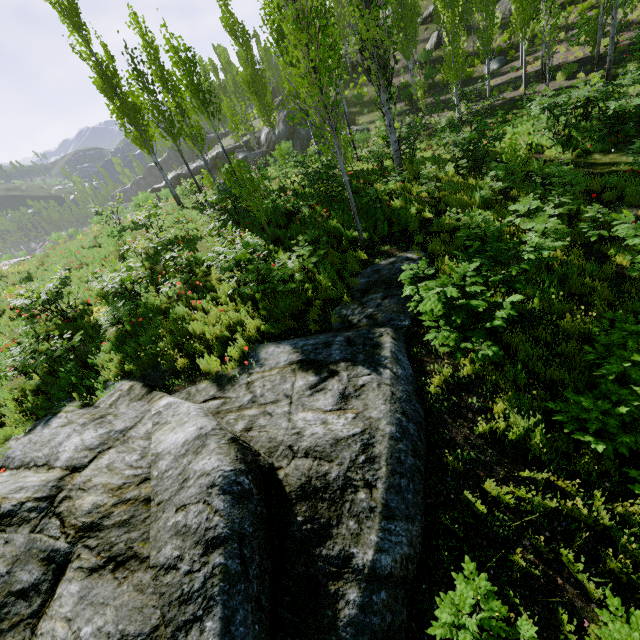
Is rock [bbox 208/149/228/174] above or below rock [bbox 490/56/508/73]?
above

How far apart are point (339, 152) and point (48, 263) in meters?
16.4 m

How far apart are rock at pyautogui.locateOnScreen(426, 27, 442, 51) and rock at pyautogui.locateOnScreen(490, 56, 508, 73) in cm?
681

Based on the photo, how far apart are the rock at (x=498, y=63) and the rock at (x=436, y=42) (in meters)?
6.81

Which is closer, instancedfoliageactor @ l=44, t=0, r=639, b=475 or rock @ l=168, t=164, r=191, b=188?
instancedfoliageactor @ l=44, t=0, r=639, b=475

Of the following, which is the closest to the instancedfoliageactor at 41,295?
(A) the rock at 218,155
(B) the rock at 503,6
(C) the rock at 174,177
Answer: (C) the rock at 174,177

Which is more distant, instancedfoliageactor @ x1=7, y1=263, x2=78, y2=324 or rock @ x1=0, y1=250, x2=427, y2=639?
instancedfoliageactor @ x1=7, y1=263, x2=78, y2=324

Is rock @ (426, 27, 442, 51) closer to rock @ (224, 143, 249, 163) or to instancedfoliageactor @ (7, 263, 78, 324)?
instancedfoliageactor @ (7, 263, 78, 324)
